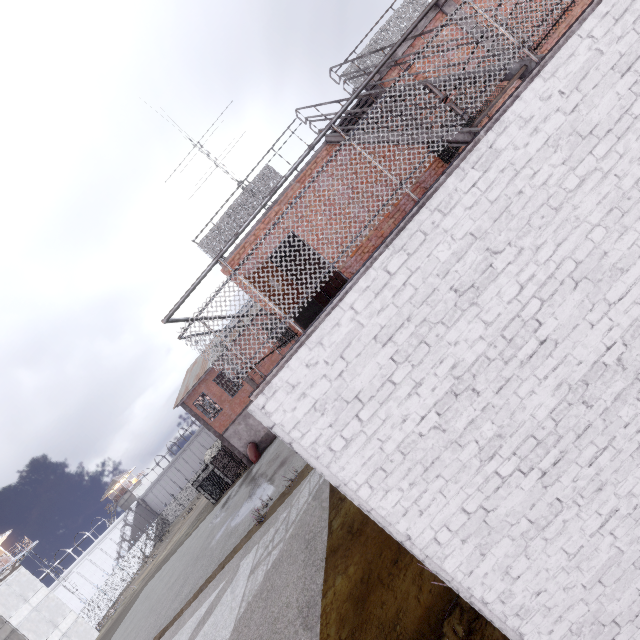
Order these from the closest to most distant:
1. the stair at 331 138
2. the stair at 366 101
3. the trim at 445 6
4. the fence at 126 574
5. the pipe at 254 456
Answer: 1. the stair at 366 101
2. the stair at 331 138
3. the trim at 445 6
4. the pipe at 254 456
5. the fence at 126 574

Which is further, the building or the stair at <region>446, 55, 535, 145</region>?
the building

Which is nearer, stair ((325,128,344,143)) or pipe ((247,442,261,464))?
stair ((325,128,344,143))

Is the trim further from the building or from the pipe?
the building

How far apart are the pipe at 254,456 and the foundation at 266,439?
0.05m

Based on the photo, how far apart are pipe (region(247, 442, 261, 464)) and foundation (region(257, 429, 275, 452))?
0.1 meters

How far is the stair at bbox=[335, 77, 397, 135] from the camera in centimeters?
594cm

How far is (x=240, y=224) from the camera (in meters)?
8.79
